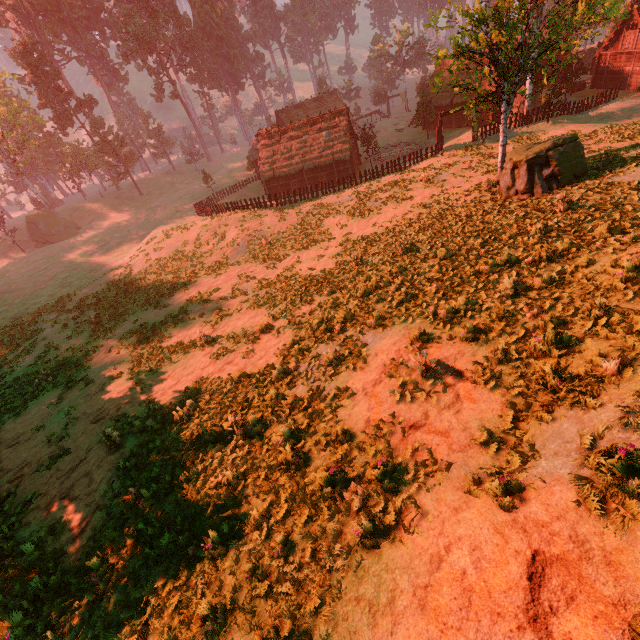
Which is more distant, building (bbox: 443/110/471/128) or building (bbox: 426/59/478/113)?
building (bbox: 443/110/471/128)

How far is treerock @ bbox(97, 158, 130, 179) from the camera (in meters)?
57.66

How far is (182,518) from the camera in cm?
729

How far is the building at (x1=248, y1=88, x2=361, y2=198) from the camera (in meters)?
39.75

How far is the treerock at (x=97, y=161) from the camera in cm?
5766

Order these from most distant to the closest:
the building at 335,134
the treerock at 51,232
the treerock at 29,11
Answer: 1. the treerock at 29,11
2. the treerock at 51,232
3. the building at 335,134

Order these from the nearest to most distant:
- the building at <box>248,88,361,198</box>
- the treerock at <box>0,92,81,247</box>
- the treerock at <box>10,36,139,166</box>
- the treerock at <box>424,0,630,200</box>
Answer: the treerock at <box>424,0,630,200</box> < the building at <box>248,88,361,198</box> < the treerock at <box>0,92,81,247</box> < the treerock at <box>10,36,139,166</box>

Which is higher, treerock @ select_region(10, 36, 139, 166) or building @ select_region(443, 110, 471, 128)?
treerock @ select_region(10, 36, 139, 166)
